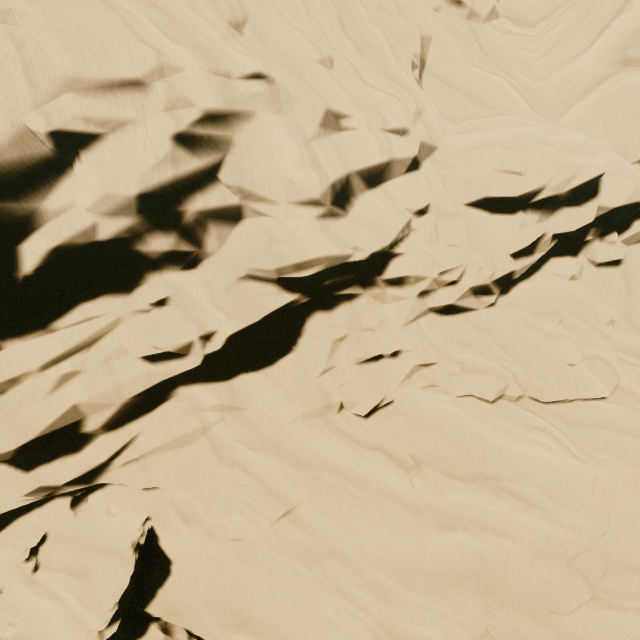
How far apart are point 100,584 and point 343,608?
6.71m
